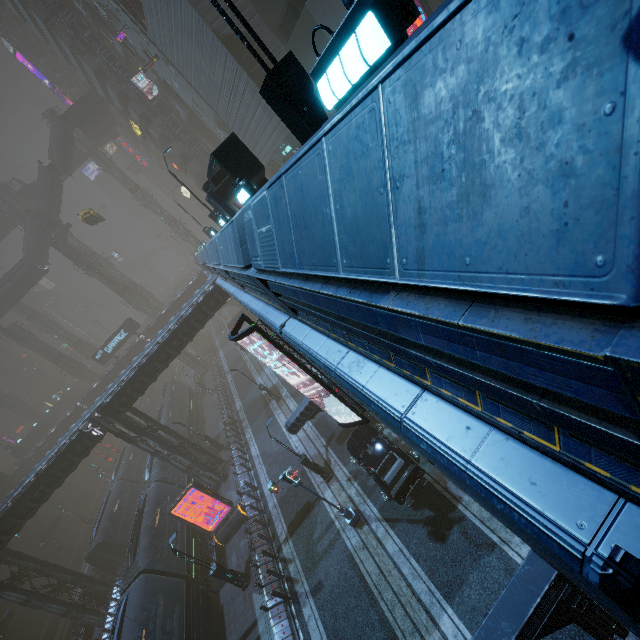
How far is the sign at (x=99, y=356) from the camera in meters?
46.2 m

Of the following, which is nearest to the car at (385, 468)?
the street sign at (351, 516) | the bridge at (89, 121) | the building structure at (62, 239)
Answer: the street sign at (351, 516)

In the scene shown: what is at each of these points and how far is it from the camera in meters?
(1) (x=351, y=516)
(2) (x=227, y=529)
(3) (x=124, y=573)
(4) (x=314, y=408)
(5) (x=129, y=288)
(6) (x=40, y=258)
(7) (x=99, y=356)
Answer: (1) street sign, 16.2
(2) sign, 22.0
(3) train, 27.2
(4) building, 17.7
(5) sm, 56.9
(6) stairs, 48.7
(7) sign, 46.2

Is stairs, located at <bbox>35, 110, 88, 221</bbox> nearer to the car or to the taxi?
the taxi

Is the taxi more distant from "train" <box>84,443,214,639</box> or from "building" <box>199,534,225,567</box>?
"train" <box>84,443,214,639</box>

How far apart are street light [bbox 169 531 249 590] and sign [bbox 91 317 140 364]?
37.4m

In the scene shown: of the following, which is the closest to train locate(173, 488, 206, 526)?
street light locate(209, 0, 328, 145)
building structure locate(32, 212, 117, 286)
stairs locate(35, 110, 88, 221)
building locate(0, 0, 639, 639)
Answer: building locate(0, 0, 639, 639)

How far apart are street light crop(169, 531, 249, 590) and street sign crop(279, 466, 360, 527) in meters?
7.0
